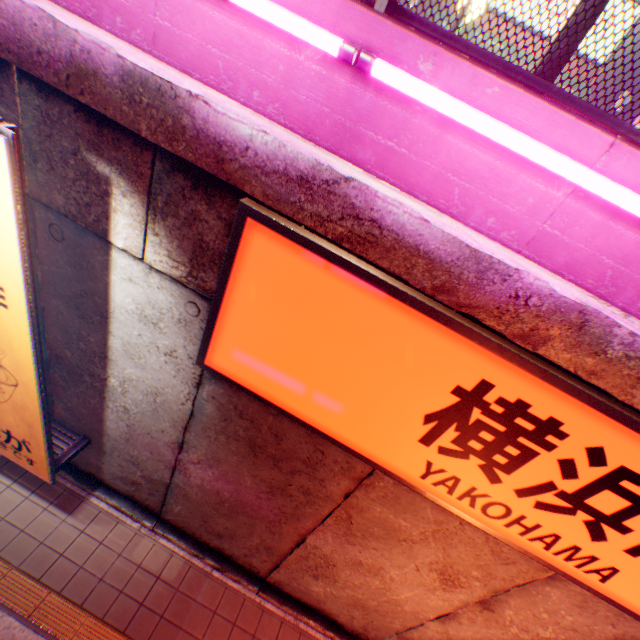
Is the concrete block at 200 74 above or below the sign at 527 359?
above

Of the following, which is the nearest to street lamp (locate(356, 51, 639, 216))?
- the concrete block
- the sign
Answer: the concrete block

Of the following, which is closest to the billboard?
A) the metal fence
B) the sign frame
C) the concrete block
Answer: the sign frame

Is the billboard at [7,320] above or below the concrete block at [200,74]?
below

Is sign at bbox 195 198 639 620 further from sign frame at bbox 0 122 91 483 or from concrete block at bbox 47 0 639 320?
sign frame at bbox 0 122 91 483

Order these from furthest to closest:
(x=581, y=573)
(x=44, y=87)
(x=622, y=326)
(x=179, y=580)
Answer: (x=179, y=580) → (x=581, y=573) → (x=44, y=87) → (x=622, y=326)

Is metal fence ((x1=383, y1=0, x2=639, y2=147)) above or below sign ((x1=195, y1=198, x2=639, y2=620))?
above

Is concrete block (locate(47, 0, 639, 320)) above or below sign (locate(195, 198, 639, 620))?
above
